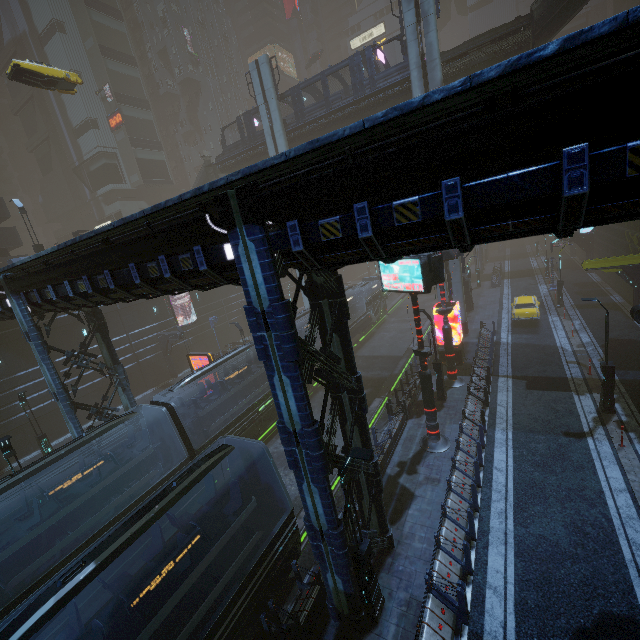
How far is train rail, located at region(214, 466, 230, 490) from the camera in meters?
17.6 m

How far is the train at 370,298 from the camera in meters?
32.0 m

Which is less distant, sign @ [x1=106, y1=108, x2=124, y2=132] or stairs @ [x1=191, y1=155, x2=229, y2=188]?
stairs @ [x1=191, y1=155, x2=229, y2=188]

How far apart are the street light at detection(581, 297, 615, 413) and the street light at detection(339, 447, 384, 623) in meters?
13.0 m

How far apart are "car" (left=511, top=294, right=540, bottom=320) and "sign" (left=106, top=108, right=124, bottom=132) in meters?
55.9

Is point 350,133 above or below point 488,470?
above

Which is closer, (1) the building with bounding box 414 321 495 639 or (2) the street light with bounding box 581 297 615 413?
(1) the building with bounding box 414 321 495 639

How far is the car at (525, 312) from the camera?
25.52m
